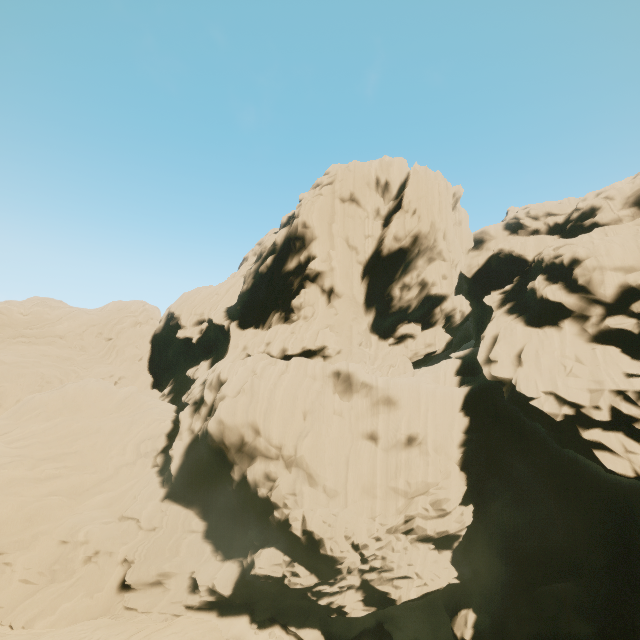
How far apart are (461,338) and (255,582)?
36.57m
